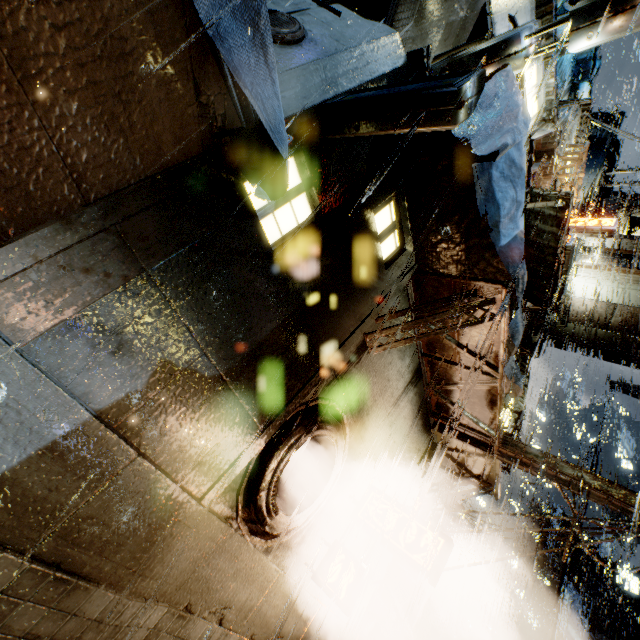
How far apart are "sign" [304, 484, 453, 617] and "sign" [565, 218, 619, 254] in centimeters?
1175cm

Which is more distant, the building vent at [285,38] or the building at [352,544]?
the building at [352,544]

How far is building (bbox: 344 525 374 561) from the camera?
8.0 meters

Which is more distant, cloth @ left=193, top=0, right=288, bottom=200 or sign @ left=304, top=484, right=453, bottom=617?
sign @ left=304, top=484, right=453, bottom=617

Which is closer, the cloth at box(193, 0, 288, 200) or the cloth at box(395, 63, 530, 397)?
the cloth at box(193, 0, 288, 200)

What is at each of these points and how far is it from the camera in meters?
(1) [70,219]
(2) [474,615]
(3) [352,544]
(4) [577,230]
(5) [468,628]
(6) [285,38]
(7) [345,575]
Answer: (1) building, 2.6
(2) building, 51.9
(3) building, 8.1
(4) sign, 12.1
(5) building, 50.5
(6) building vent, 4.6
(7) sign, 6.2

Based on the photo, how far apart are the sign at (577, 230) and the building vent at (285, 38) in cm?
1210

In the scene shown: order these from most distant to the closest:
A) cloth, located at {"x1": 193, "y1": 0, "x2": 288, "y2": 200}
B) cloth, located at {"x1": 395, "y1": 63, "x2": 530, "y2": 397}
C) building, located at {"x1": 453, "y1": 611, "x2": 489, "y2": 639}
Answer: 1. building, located at {"x1": 453, "y1": 611, "x2": 489, "y2": 639}
2. cloth, located at {"x1": 395, "y1": 63, "x2": 530, "y2": 397}
3. cloth, located at {"x1": 193, "y1": 0, "x2": 288, "y2": 200}
